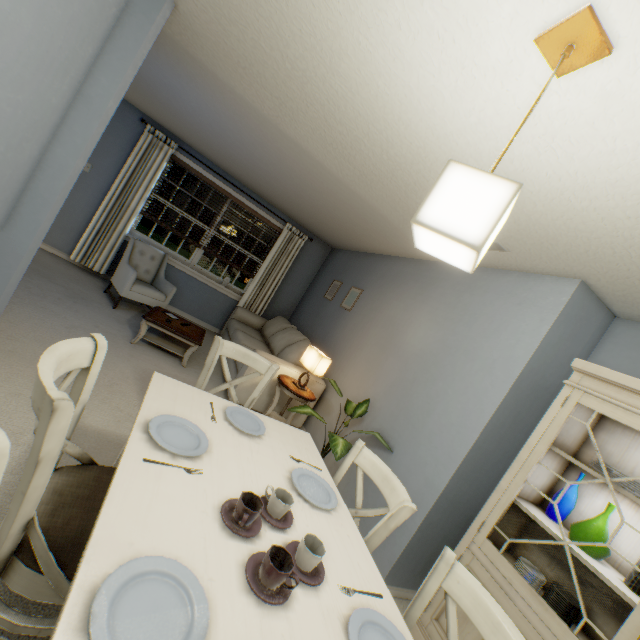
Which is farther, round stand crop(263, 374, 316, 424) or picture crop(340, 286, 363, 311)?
picture crop(340, 286, 363, 311)

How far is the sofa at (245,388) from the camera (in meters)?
3.44

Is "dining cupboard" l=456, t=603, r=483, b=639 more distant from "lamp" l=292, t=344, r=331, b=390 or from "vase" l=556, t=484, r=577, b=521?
"lamp" l=292, t=344, r=331, b=390

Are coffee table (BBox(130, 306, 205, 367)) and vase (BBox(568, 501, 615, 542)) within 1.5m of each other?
no

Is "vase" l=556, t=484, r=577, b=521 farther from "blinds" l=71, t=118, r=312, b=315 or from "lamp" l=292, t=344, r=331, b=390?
"blinds" l=71, t=118, r=312, b=315

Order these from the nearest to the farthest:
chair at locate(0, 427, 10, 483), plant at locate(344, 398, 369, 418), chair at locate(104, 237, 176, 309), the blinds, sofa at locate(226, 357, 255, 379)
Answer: chair at locate(0, 427, 10, 483) < plant at locate(344, 398, 369, 418) < sofa at locate(226, 357, 255, 379) < chair at locate(104, 237, 176, 309) < the blinds

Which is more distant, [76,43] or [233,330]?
[233,330]

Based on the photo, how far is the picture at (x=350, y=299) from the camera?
4.38m
